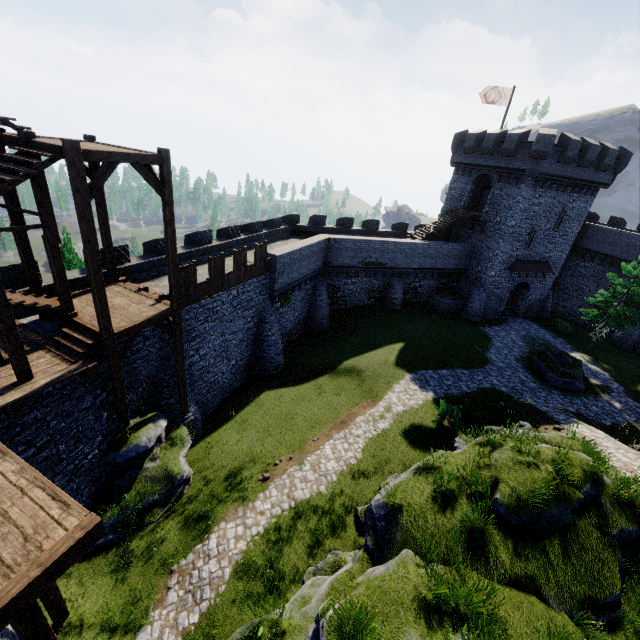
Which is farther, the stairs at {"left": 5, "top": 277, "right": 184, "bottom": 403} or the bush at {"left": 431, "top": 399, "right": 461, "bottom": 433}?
the bush at {"left": 431, "top": 399, "right": 461, "bottom": 433}

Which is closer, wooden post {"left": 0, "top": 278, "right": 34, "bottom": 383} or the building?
wooden post {"left": 0, "top": 278, "right": 34, "bottom": 383}

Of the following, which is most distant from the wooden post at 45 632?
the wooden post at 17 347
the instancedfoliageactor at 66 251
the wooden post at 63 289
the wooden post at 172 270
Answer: the instancedfoliageactor at 66 251

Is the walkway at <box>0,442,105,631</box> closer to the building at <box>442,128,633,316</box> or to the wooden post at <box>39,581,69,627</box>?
the wooden post at <box>39,581,69,627</box>

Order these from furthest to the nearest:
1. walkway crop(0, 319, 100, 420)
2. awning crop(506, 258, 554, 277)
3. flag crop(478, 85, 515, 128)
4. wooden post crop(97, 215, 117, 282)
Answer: awning crop(506, 258, 554, 277) → flag crop(478, 85, 515, 128) → wooden post crop(97, 215, 117, 282) → walkway crop(0, 319, 100, 420)

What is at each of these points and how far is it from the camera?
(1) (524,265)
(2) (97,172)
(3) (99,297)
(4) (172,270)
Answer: (1) awning, 32.4 meters
(2) stairs, 9.4 meters
(3) wooden post, 10.4 meters
(4) wooden post, 12.8 meters

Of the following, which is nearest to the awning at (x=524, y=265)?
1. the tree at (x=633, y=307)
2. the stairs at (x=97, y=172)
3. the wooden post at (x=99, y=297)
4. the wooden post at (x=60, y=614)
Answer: the tree at (x=633, y=307)

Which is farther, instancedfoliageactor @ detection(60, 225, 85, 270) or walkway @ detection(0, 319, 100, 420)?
instancedfoliageactor @ detection(60, 225, 85, 270)
